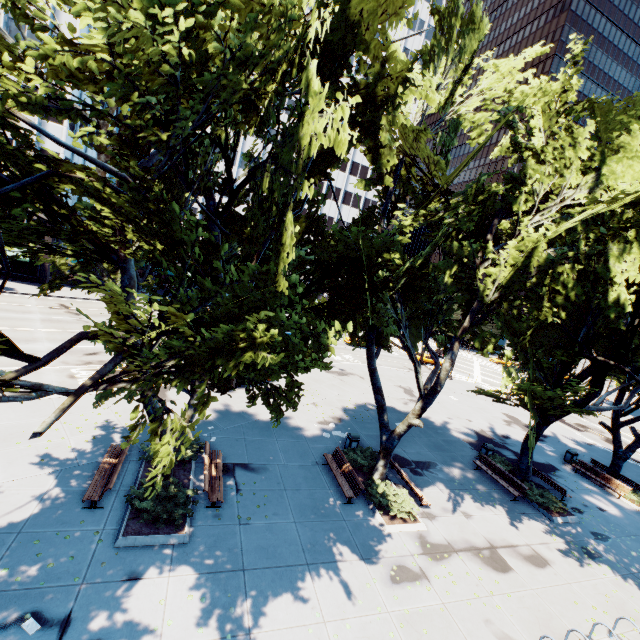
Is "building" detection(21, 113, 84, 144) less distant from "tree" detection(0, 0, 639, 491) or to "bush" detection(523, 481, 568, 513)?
"tree" detection(0, 0, 639, 491)

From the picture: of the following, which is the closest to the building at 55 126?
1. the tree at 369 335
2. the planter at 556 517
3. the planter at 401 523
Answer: the tree at 369 335

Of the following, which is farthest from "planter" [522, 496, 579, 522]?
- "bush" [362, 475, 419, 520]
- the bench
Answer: the bench

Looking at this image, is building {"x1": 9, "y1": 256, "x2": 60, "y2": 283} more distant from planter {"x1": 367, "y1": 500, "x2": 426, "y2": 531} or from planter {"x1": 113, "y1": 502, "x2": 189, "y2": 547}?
planter {"x1": 367, "y1": 500, "x2": 426, "y2": 531}

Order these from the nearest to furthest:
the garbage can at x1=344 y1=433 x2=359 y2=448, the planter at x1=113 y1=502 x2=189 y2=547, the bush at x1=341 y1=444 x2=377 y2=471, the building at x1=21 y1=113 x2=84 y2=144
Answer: the planter at x1=113 y1=502 x2=189 y2=547 < the bush at x1=341 y1=444 x2=377 y2=471 < the garbage can at x1=344 y1=433 x2=359 y2=448 < the building at x1=21 y1=113 x2=84 y2=144

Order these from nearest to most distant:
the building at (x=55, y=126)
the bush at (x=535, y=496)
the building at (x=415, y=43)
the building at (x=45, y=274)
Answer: the bush at (x=535, y=496), the building at (x=55, y=126), the building at (x=45, y=274), the building at (x=415, y=43)

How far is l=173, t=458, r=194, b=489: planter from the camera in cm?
1191

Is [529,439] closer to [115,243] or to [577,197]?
[577,197]
